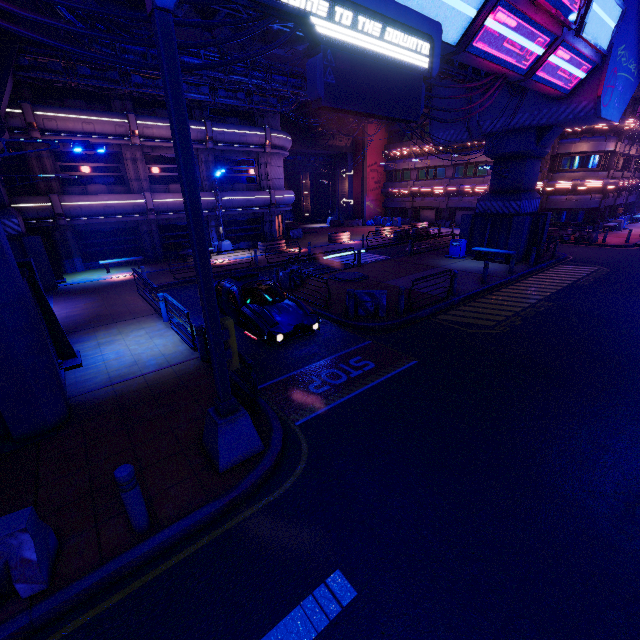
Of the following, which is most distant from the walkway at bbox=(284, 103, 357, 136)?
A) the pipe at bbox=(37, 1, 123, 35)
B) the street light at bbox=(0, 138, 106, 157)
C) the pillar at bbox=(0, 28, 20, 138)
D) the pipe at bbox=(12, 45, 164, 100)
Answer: the pillar at bbox=(0, 28, 20, 138)

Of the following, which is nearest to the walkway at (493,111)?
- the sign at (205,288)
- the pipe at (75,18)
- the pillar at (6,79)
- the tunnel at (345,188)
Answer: the pipe at (75,18)

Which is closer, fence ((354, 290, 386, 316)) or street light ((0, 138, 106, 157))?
street light ((0, 138, 106, 157))

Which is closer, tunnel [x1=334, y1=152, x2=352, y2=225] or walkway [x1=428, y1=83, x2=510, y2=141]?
walkway [x1=428, y1=83, x2=510, y2=141]

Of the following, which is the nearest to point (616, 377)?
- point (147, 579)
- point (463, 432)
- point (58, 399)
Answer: point (463, 432)

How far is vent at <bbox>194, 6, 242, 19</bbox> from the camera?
13.6 meters

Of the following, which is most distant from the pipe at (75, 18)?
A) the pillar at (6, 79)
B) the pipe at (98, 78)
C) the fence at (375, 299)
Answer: the fence at (375, 299)

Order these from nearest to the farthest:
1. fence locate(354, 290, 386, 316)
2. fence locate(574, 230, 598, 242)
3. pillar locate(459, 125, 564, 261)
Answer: fence locate(354, 290, 386, 316)
pillar locate(459, 125, 564, 261)
fence locate(574, 230, 598, 242)
